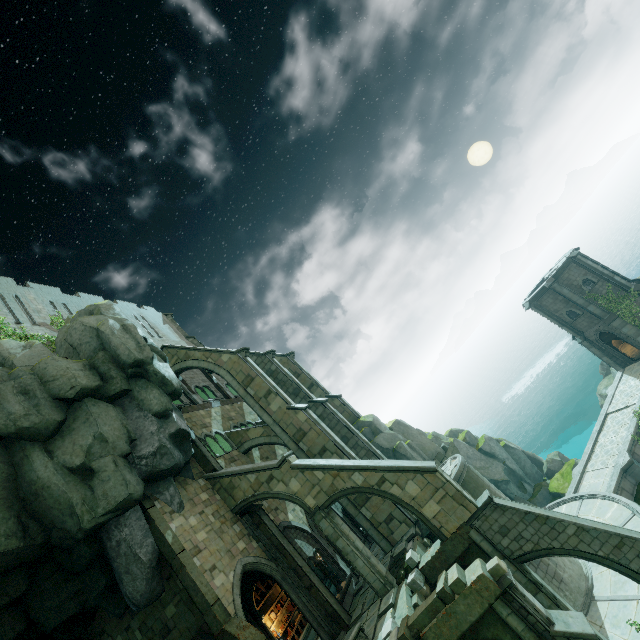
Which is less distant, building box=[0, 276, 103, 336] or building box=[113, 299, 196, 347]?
building box=[0, 276, 103, 336]

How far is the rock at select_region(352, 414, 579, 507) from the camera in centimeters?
2562cm

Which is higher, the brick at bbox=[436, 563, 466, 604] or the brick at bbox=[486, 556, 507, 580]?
the brick at bbox=[436, 563, 466, 604]

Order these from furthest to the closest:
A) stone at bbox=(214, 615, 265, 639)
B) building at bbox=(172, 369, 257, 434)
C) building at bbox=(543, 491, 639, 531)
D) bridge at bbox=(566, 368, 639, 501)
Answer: building at bbox=(172, 369, 257, 434)
bridge at bbox=(566, 368, 639, 501)
building at bbox=(543, 491, 639, 531)
stone at bbox=(214, 615, 265, 639)

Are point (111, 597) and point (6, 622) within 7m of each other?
yes

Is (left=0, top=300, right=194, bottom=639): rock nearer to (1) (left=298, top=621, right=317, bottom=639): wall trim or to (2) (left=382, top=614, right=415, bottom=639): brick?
(1) (left=298, top=621, right=317, bottom=639): wall trim

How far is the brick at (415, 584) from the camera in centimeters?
1328cm

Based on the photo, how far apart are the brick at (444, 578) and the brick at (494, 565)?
0.8 meters
